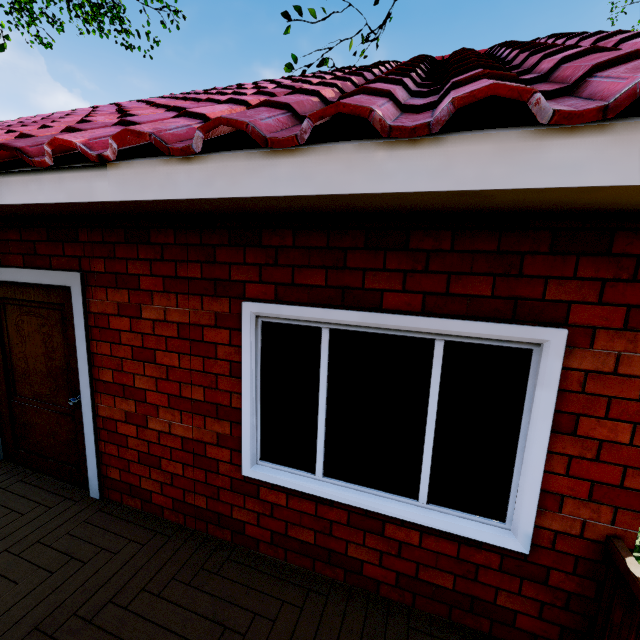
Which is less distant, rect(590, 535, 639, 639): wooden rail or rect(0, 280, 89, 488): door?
rect(590, 535, 639, 639): wooden rail

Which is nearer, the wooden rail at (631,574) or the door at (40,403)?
the wooden rail at (631,574)

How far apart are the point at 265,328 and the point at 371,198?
1.3 meters
